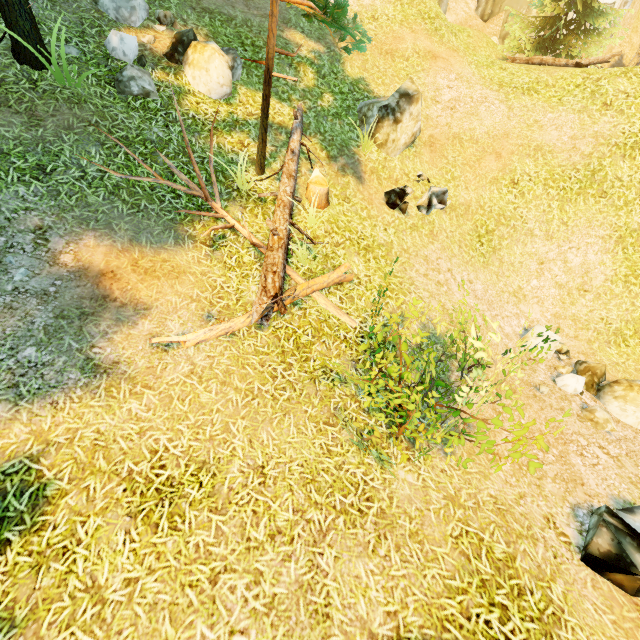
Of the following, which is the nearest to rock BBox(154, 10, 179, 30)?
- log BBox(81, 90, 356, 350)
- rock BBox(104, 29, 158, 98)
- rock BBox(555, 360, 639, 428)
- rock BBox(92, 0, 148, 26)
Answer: rock BBox(92, 0, 148, 26)

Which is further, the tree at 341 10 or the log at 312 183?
the log at 312 183

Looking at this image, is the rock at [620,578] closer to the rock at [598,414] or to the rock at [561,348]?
the rock at [598,414]

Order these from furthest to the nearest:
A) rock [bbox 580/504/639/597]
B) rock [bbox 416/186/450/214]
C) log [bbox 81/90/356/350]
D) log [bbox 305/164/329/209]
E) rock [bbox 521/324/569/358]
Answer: rock [bbox 416/186/450/214] → rock [bbox 521/324/569/358] → log [bbox 305/164/329/209] → log [bbox 81/90/356/350] → rock [bbox 580/504/639/597]

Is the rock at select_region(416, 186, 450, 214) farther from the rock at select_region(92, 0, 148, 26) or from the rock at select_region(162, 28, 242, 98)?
the rock at select_region(92, 0, 148, 26)

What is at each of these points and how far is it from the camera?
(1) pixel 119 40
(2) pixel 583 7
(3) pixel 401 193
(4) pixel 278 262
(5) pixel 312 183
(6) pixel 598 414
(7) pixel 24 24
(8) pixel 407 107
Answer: (1) rock, 6.3m
(2) tree, 14.2m
(3) rock, 8.0m
(4) log, 5.7m
(5) log, 7.3m
(6) rock, 6.5m
(7) tree, 5.3m
(8) rock, 8.4m

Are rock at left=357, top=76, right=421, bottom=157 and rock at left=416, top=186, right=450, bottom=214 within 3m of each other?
yes

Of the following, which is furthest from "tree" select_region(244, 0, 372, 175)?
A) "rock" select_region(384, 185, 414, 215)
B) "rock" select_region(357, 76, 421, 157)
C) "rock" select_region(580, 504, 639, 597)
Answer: "rock" select_region(580, 504, 639, 597)
